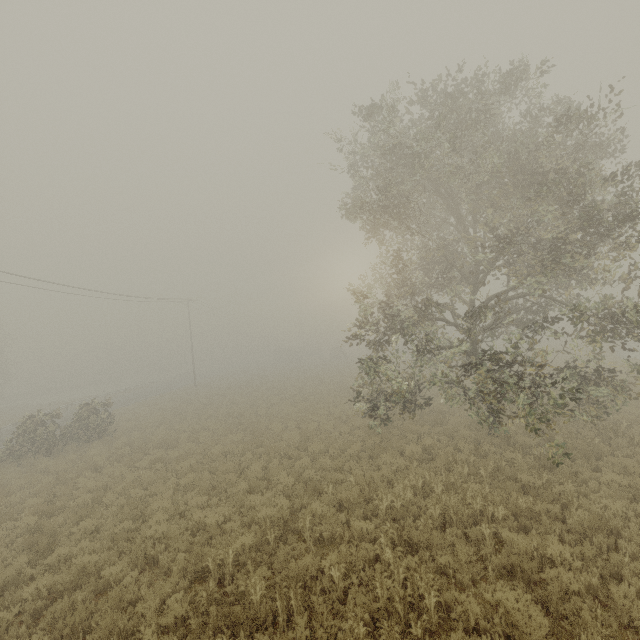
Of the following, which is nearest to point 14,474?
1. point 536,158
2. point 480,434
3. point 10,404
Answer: point 480,434
